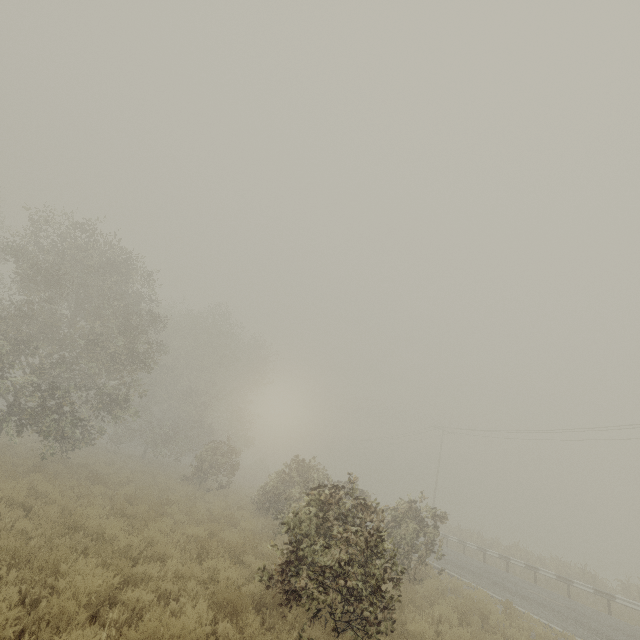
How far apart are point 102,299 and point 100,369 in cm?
392
